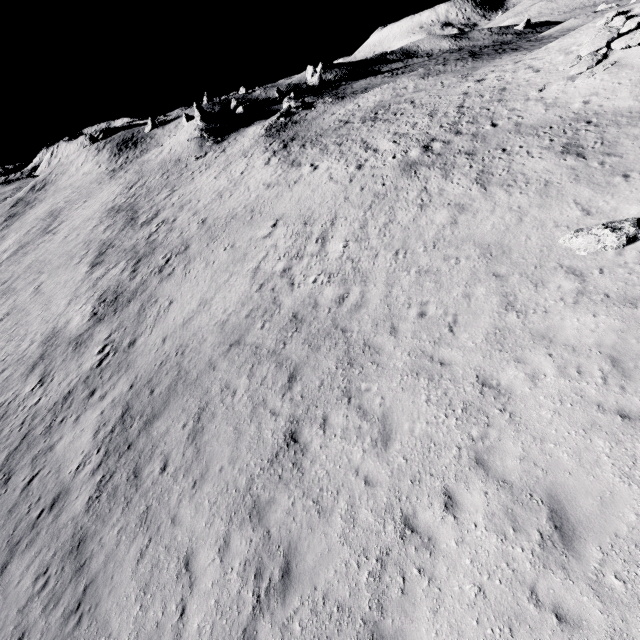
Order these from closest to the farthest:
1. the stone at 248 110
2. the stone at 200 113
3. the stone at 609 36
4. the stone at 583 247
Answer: the stone at 583 247, the stone at 609 36, the stone at 200 113, the stone at 248 110

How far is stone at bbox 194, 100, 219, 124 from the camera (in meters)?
49.92

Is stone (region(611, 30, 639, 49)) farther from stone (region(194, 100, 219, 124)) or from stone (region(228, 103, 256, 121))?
stone (region(228, 103, 256, 121))

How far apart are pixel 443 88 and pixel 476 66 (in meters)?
7.53

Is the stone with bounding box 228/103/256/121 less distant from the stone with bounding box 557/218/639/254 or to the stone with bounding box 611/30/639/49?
the stone with bounding box 611/30/639/49

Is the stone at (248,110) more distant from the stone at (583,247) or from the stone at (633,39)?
the stone at (583,247)

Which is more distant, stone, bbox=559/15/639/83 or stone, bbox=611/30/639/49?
stone, bbox=559/15/639/83

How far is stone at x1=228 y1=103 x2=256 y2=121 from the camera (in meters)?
54.72
